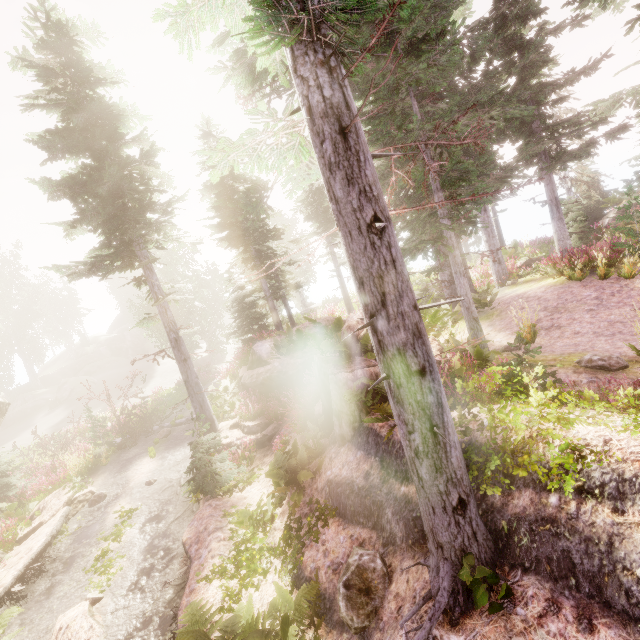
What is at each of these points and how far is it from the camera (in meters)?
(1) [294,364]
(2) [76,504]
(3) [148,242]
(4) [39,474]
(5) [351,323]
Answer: (1) rock, 12.85
(2) rock, 13.09
(3) instancedfoliageactor, 12.64
(4) instancedfoliageactor, 16.56
(5) rock, 8.12

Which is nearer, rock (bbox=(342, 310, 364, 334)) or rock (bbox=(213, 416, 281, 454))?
rock (bbox=(342, 310, 364, 334))

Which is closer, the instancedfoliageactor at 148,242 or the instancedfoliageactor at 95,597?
the instancedfoliageactor at 148,242

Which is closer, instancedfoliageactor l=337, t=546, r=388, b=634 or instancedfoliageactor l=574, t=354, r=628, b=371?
instancedfoliageactor l=337, t=546, r=388, b=634

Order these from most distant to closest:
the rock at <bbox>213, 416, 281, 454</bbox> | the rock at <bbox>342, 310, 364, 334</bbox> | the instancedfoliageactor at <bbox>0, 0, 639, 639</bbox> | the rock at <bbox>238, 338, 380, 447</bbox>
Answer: the rock at <bbox>213, 416, 281, 454</bbox> < the rock at <bbox>342, 310, 364, 334</bbox> < the rock at <bbox>238, 338, 380, 447</bbox> < the instancedfoliageactor at <bbox>0, 0, 639, 639</bbox>

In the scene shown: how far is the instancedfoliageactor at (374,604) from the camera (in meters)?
4.24

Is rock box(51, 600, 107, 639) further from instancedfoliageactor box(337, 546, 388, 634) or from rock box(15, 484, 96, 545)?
rock box(15, 484, 96, 545)

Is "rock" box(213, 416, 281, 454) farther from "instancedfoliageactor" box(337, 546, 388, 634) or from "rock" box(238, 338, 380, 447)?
"rock" box(238, 338, 380, 447)
